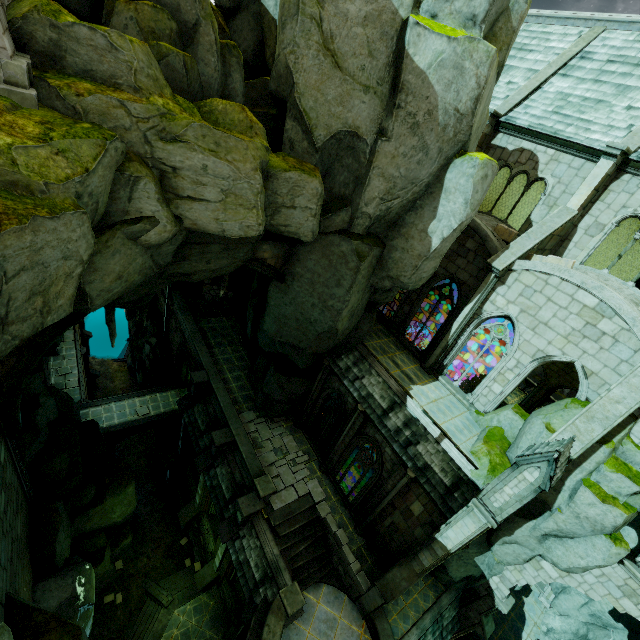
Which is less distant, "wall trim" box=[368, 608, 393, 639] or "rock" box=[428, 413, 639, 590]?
"rock" box=[428, 413, 639, 590]

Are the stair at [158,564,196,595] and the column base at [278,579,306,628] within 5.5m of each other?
no

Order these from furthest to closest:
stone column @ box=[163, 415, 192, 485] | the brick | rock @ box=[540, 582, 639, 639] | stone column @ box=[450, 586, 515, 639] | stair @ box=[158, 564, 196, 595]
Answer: stone column @ box=[163, 415, 192, 485] → rock @ box=[540, 582, 639, 639] → stair @ box=[158, 564, 196, 595] → stone column @ box=[450, 586, 515, 639] → the brick

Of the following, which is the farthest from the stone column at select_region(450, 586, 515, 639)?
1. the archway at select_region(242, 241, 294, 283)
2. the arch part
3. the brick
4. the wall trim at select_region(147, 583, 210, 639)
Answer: the archway at select_region(242, 241, 294, 283)

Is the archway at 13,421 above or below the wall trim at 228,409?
above

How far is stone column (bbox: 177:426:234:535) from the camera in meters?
18.1

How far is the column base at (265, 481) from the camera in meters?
15.8

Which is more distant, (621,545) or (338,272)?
(338,272)
